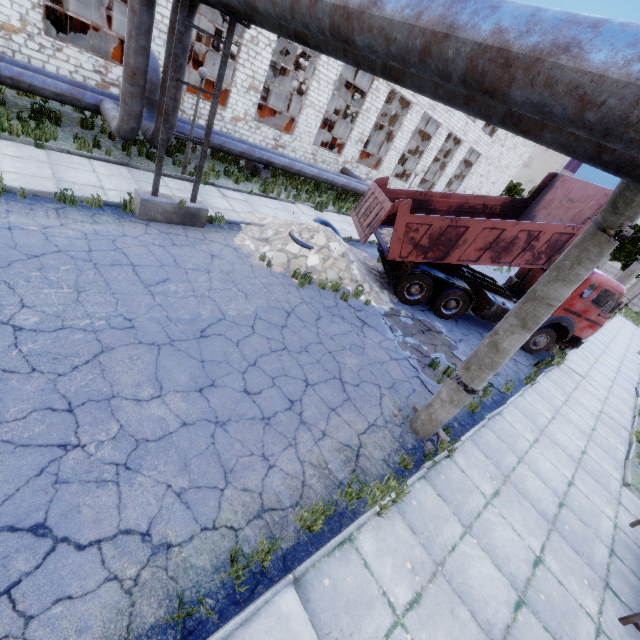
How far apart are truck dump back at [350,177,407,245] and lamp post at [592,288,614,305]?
9.8 meters

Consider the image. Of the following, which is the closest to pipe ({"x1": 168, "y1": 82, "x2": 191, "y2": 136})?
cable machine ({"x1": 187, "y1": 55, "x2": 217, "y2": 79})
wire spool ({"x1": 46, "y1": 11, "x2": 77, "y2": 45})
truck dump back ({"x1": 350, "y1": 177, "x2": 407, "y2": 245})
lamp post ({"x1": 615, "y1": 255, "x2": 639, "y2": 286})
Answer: truck dump back ({"x1": 350, "y1": 177, "x2": 407, "y2": 245})

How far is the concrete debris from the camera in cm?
966

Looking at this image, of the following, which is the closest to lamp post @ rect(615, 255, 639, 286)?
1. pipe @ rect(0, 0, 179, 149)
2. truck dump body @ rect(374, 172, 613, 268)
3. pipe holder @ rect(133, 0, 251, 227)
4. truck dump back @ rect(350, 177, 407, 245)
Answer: truck dump body @ rect(374, 172, 613, 268)

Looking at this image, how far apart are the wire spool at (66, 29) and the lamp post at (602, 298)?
27.54m

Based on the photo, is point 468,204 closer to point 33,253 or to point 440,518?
point 440,518

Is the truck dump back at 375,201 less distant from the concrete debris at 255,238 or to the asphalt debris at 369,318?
the concrete debris at 255,238

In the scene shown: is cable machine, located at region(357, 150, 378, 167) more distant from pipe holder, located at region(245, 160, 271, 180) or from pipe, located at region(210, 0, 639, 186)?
pipe holder, located at region(245, 160, 271, 180)
